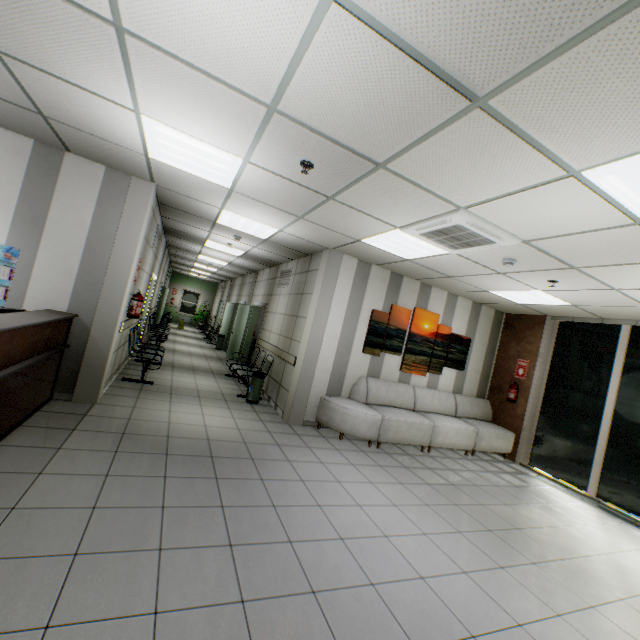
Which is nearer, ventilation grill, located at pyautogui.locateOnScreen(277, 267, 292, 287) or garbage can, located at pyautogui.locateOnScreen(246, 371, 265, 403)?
garbage can, located at pyautogui.locateOnScreen(246, 371, 265, 403)

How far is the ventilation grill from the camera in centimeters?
781cm

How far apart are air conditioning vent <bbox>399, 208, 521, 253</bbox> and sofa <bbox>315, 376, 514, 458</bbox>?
2.9 meters

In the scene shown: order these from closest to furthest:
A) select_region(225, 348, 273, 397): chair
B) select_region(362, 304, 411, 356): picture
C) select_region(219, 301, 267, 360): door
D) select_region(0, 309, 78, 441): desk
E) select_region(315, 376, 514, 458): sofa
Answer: select_region(0, 309, 78, 441): desk
select_region(315, 376, 514, 458): sofa
select_region(362, 304, 411, 356): picture
select_region(225, 348, 273, 397): chair
select_region(219, 301, 267, 360): door

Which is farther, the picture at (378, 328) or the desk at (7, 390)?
the picture at (378, 328)

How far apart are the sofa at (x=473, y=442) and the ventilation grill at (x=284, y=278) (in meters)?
2.85

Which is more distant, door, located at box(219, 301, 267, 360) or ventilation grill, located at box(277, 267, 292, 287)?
door, located at box(219, 301, 267, 360)

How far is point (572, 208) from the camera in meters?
2.7
